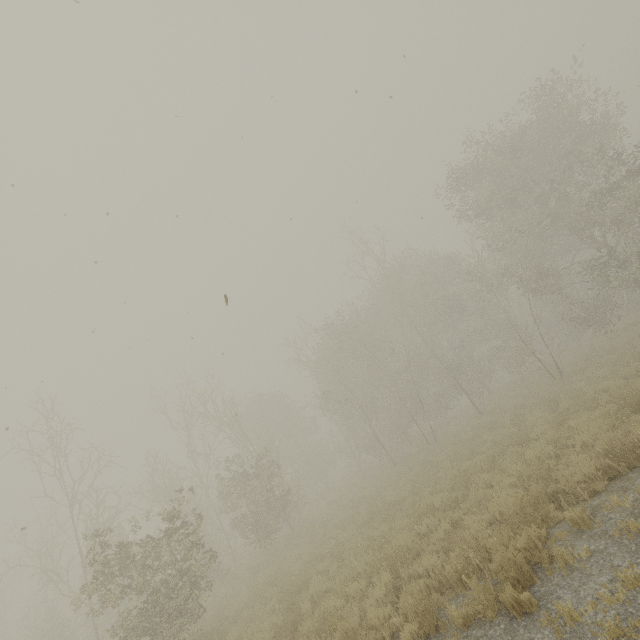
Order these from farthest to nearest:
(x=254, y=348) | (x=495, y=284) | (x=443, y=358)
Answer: (x=443, y=358), (x=495, y=284), (x=254, y=348)
